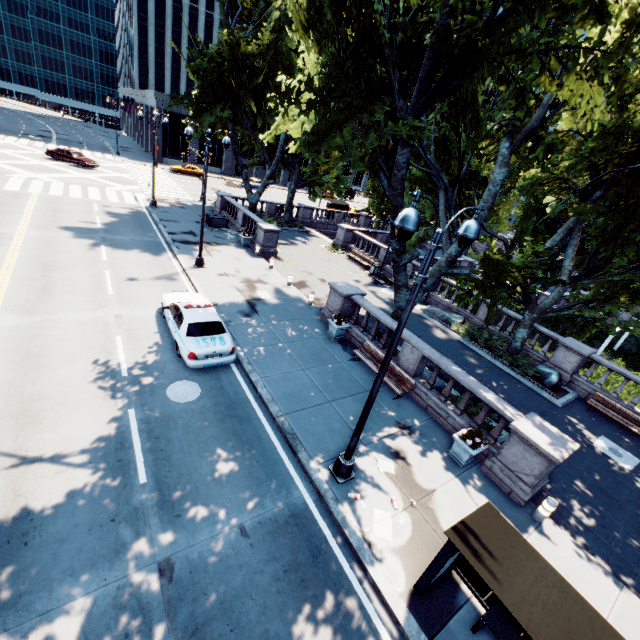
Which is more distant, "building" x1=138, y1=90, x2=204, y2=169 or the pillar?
"building" x1=138, y1=90, x2=204, y2=169

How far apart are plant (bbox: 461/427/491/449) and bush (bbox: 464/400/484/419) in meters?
2.0 m

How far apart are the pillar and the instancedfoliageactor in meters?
4.5

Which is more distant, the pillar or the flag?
the flag

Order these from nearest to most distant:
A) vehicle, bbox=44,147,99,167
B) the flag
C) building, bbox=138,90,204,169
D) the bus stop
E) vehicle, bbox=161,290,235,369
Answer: the bus stop
vehicle, bbox=161,290,235,369
vehicle, bbox=44,147,99,167
the flag
building, bbox=138,90,204,169

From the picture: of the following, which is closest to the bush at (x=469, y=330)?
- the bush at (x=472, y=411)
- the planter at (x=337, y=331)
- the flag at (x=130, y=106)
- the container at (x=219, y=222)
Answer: the bush at (x=472, y=411)

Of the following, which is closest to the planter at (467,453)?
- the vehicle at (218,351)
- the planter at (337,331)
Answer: the planter at (337,331)

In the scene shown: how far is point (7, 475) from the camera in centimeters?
717cm
